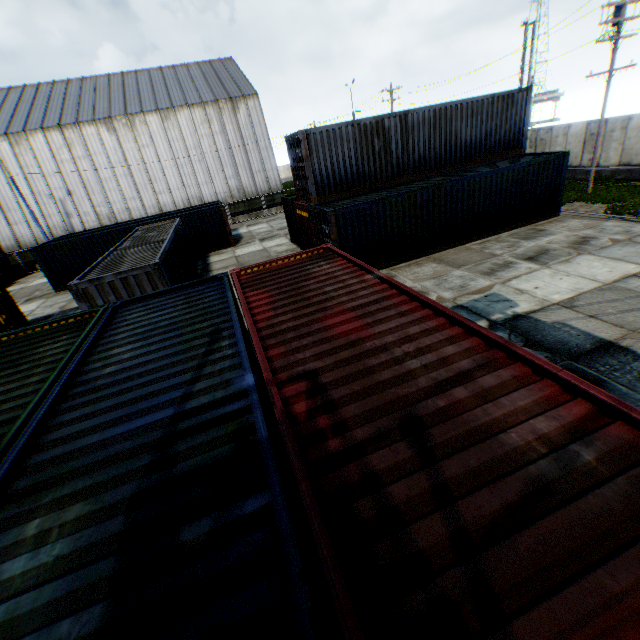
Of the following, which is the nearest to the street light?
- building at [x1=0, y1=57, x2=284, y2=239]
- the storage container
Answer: building at [x1=0, y1=57, x2=284, y2=239]

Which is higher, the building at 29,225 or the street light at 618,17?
the street light at 618,17

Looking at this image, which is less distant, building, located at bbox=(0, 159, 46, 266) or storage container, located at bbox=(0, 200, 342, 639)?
storage container, located at bbox=(0, 200, 342, 639)

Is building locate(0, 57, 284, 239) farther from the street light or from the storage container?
the storage container

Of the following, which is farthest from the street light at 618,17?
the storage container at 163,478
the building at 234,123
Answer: the storage container at 163,478

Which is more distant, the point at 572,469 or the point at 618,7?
the point at 618,7

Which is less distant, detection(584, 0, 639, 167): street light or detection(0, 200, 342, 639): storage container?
detection(0, 200, 342, 639): storage container
